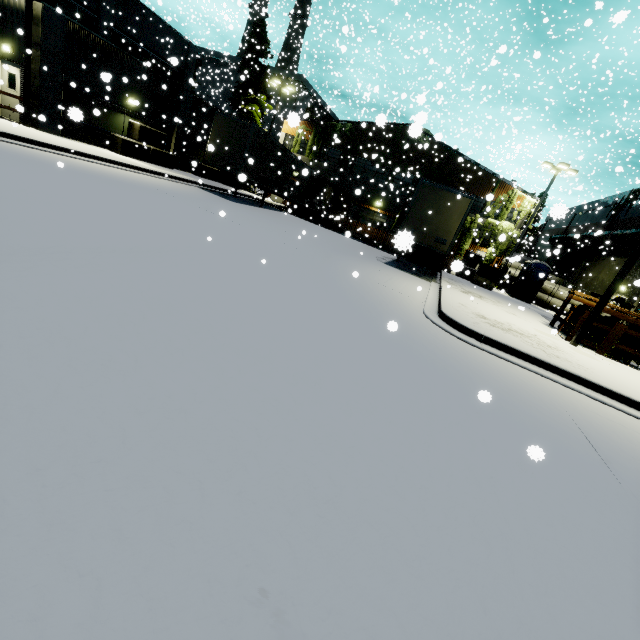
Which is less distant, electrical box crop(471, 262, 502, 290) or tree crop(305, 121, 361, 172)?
electrical box crop(471, 262, 502, 290)

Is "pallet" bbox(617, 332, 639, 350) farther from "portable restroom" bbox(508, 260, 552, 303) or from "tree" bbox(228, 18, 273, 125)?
"tree" bbox(228, 18, 273, 125)

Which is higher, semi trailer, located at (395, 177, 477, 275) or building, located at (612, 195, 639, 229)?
building, located at (612, 195, 639, 229)

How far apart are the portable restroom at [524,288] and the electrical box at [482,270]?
3.92m

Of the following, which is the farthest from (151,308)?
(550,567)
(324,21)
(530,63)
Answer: (530,63)

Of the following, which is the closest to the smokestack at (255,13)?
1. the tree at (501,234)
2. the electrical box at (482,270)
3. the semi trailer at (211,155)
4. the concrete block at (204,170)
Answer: the semi trailer at (211,155)

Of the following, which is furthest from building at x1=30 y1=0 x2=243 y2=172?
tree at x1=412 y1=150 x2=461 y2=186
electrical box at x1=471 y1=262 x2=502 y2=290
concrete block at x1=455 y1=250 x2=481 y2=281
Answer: electrical box at x1=471 y1=262 x2=502 y2=290

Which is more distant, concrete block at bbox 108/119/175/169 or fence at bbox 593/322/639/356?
concrete block at bbox 108/119/175/169
